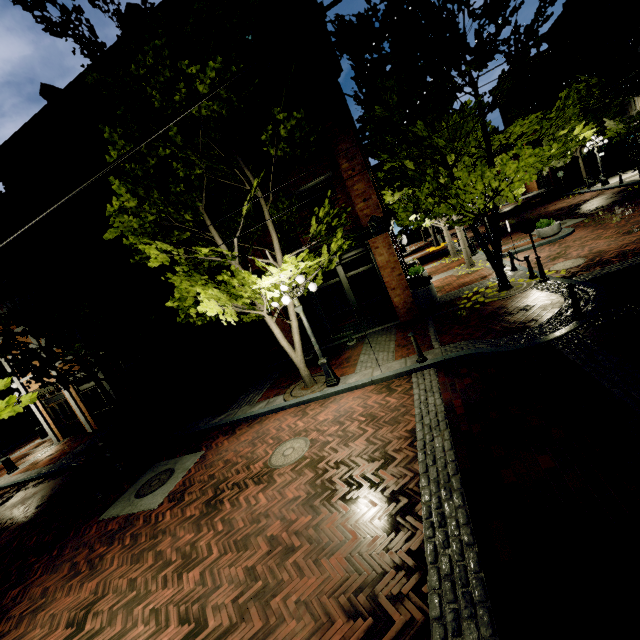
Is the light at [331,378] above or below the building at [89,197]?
below

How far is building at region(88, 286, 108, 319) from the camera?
16.2m

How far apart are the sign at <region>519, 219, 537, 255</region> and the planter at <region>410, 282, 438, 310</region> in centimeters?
345cm

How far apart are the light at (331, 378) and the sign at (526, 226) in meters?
7.2

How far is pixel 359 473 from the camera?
5.73m

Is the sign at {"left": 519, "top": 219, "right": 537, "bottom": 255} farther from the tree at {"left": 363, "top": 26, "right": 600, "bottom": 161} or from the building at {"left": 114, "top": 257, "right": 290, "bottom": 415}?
the building at {"left": 114, "top": 257, "right": 290, "bottom": 415}

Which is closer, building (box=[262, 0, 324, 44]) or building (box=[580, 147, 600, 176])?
building (box=[262, 0, 324, 44])

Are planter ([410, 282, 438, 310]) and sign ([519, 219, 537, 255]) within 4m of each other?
yes
